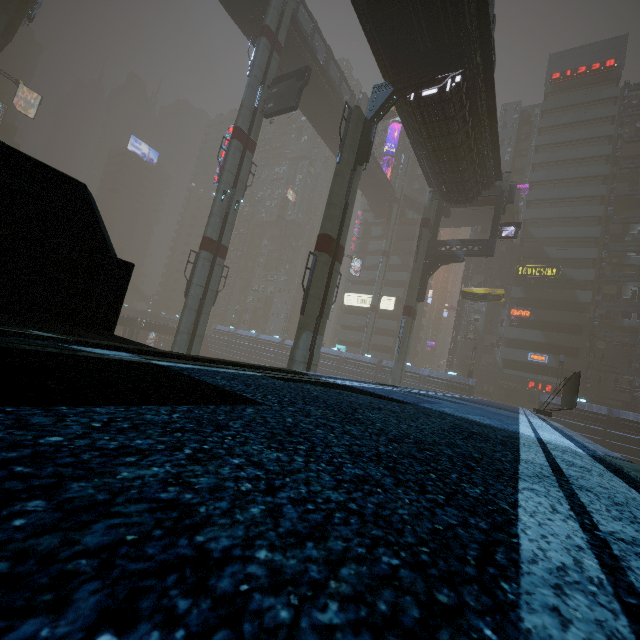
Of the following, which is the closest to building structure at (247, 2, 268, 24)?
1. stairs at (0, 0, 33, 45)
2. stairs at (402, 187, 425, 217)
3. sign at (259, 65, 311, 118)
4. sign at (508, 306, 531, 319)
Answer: sign at (259, 65, 311, 118)

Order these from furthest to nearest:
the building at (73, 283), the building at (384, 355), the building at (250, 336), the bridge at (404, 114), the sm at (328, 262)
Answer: the building at (250, 336) → the building at (384, 355) → the bridge at (404, 114) → the sm at (328, 262) → the building at (73, 283)

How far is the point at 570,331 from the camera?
42.0 meters

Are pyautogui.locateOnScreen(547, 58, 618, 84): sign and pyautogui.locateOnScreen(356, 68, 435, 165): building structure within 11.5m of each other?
no

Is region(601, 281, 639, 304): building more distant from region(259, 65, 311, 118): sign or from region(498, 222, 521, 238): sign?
region(259, 65, 311, 118): sign

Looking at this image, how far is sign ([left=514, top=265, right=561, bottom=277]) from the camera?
43.8m

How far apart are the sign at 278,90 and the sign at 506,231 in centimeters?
2028cm

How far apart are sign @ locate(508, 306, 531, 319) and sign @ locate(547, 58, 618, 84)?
35.38m
